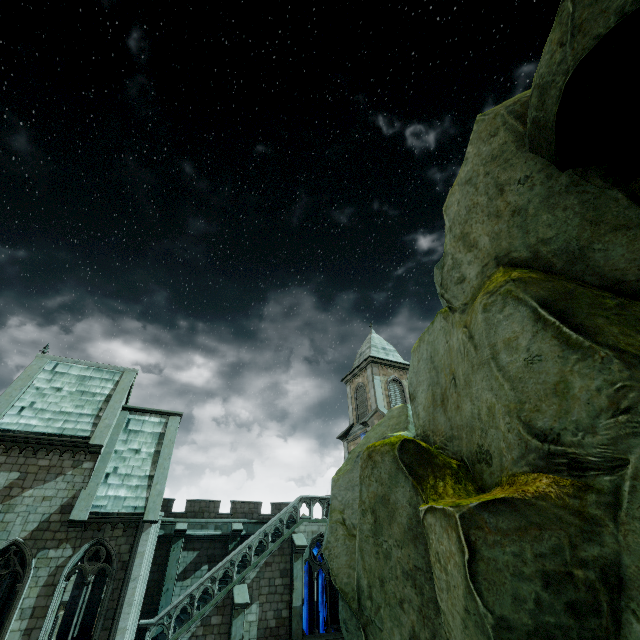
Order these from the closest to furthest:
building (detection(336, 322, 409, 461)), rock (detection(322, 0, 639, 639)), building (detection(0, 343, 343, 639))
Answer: rock (detection(322, 0, 639, 639)) < building (detection(0, 343, 343, 639)) < building (detection(336, 322, 409, 461))

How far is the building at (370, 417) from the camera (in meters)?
28.09

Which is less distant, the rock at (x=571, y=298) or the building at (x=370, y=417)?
the rock at (x=571, y=298)

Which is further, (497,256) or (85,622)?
(85,622)

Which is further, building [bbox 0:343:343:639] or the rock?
building [bbox 0:343:343:639]

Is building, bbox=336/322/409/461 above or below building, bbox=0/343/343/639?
above

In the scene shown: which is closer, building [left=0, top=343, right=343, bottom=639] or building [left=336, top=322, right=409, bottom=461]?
building [left=0, top=343, right=343, bottom=639]
